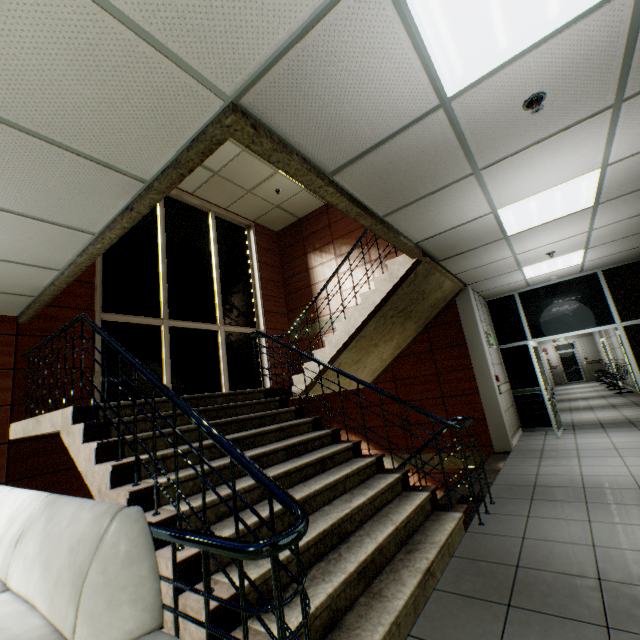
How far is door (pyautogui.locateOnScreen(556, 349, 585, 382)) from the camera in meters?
19.5

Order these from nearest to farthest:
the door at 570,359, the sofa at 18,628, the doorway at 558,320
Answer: the sofa at 18,628
the doorway at 558,320
the door at 570,359

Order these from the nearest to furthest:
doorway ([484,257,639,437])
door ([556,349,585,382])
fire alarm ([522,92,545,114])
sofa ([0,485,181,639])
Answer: sofa ([0,485,181,639]), fire alarm ([522,92,545,114]), doorway ([484,257,639,437]), door ([556,349,585,382])

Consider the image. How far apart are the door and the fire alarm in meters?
22.6 m

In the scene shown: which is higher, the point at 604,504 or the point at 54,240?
the point at 54,240

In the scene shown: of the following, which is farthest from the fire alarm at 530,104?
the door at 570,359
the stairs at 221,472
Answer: the door at 570,359

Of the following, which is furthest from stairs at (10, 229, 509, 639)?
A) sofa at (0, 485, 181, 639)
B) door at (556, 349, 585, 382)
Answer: door at (556, 349, 585, 382)

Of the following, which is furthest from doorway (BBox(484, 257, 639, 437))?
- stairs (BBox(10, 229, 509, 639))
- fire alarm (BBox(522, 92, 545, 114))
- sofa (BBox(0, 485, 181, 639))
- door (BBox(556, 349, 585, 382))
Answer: door (BBox(556, 349, 585, 382))
